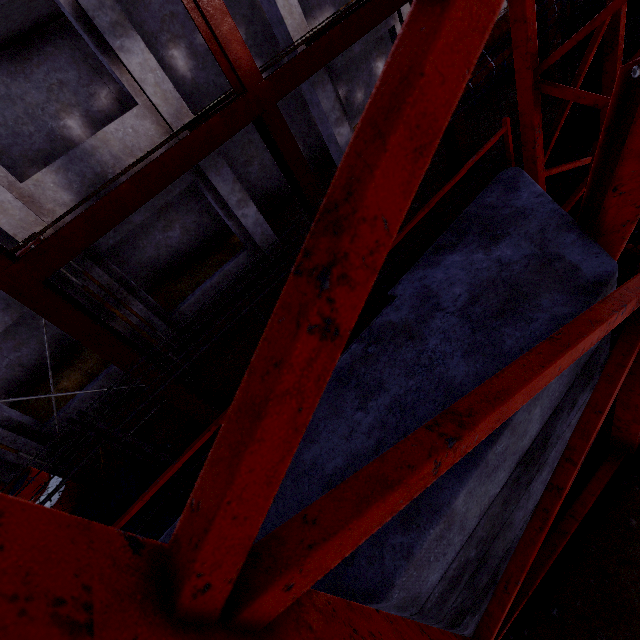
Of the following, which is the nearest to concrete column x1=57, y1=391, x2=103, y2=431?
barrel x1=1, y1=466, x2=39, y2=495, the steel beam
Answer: the steel beam

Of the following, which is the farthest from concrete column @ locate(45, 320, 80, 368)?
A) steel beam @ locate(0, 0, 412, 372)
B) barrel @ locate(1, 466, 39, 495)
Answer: barrel @ locate(1, 466, 39, 495)

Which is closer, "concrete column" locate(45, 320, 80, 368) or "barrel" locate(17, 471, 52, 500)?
"barrel" locate(17, 471, 52, 500)

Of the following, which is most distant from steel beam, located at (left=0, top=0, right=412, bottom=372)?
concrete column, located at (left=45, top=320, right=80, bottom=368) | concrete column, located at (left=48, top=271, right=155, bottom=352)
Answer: concrete column, located at (left=45, top=320, right=80, bottom=368)

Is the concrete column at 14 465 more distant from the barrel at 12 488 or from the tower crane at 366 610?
the tower crane at 366 610

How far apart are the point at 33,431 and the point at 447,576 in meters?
9.8

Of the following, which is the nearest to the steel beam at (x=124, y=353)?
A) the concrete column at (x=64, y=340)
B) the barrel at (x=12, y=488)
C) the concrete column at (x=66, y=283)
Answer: the concrete column at (x=66, y=283)

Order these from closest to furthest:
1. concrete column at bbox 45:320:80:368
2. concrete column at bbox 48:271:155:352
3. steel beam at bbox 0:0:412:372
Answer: steel beam at bbox 0:0:412:372, concrete column at bbox 48:271:155:352, concrete column at bbox 45:320:80:368
